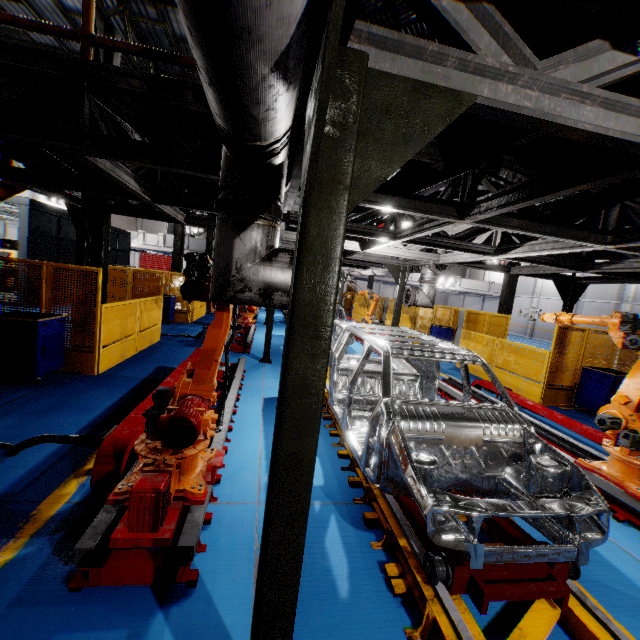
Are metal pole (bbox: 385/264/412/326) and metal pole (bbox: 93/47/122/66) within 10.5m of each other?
yes

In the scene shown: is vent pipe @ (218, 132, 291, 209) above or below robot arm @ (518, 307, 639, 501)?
above

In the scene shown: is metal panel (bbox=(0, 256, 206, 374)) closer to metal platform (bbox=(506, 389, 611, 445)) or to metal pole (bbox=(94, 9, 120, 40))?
metal pole (bbox=(94, 9, 120, 40))

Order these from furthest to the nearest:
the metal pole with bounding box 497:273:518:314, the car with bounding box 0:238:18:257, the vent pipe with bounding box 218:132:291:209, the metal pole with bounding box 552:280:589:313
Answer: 1. the car with bounding box 0:238:18:257
2. the metal pole with bounding box 497:273:518:314
3. the metal pole with bounding box 552:280:589:313
4. the vent pipe with bounding box 218:132:291:209

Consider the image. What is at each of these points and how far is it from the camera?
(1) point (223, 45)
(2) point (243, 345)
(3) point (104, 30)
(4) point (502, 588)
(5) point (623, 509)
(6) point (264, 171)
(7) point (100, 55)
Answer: (1) vent pipe, 1.1 meters
(2) metal platform, 11.0 meters
(3) metal pole, 7.7 meters
(4) chassis, 2.4 meters
(5) metal platform, 4.1 meters
(6) vent pipe, 2.3 meters
(7) metal pole, 7.6 meters

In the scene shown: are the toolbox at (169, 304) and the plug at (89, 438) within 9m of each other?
no

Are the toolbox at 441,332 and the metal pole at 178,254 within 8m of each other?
no

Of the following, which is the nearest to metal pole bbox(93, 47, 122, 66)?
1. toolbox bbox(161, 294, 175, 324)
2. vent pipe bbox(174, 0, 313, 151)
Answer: toolbox bbox(161, 294, 175, 324)
